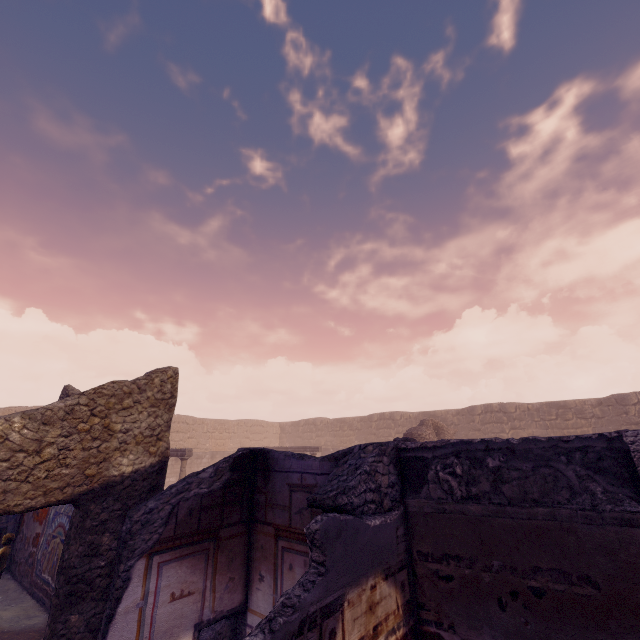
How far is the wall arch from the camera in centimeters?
1489cm

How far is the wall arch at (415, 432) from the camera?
14.89m

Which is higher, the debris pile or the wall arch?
the wall arch

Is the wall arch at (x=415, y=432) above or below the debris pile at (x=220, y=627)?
above

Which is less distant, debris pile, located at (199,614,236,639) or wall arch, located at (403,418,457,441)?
debris pile, located at (199,614,236,639)

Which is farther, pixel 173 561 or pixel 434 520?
pixel 173 561
